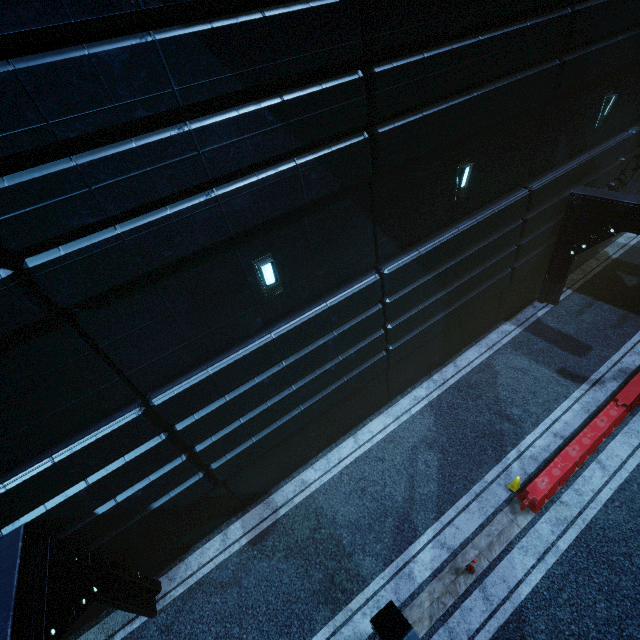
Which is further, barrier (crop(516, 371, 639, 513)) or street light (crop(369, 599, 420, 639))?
barrier (crop(516, 371, 639, 513))

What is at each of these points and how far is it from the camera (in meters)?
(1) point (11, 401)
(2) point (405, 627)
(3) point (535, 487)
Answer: (1) building, 5.05
(2) street light, 3.50
(3) barrier, 8.38

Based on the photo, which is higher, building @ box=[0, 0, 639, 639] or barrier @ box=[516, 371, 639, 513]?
building @ box=[0, 0, 639, 639]

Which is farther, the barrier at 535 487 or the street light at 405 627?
the barrier at 535 487

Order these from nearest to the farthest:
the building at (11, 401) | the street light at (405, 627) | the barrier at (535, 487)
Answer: the street light at (405, 627) → the building at (11, 401) → the barrier at (535, 487)

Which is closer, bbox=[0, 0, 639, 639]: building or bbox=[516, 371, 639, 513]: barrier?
bbox=[0, 0, 639, 639]: building

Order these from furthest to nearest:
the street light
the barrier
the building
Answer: the barrier → the building → the street light

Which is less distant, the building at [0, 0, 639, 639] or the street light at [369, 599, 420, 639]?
the street light at [369, 599, 420, 639]
